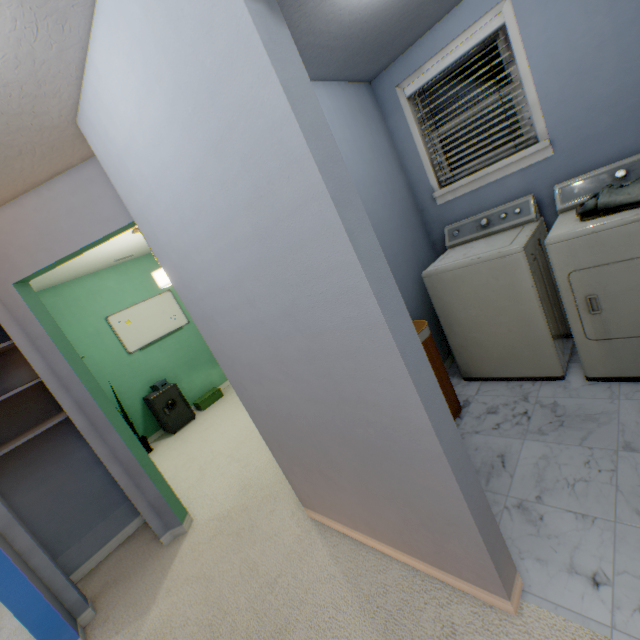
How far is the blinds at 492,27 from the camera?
2.1 meters

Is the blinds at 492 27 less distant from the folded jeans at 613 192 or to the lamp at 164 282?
the folded jeans at 613 192

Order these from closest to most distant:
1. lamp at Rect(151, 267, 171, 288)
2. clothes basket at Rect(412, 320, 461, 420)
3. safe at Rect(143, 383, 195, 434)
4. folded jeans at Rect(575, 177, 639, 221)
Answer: folded jeans at Rect(575, 177, 639, 221)
clothes basket at Rect(412, 320, 461, 420)
lamp at Rect(151, 267, 171, 288)
safe at Rect(143, 383, 195, 434)

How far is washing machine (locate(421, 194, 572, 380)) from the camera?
2.04m

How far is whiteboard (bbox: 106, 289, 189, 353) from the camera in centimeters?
463cm

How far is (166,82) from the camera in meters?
1.0 m

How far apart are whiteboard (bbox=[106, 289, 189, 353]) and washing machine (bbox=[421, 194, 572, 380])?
4.09m

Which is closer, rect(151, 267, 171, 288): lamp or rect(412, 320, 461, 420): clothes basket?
rect(412, 320, 461, 420): clothes basket
